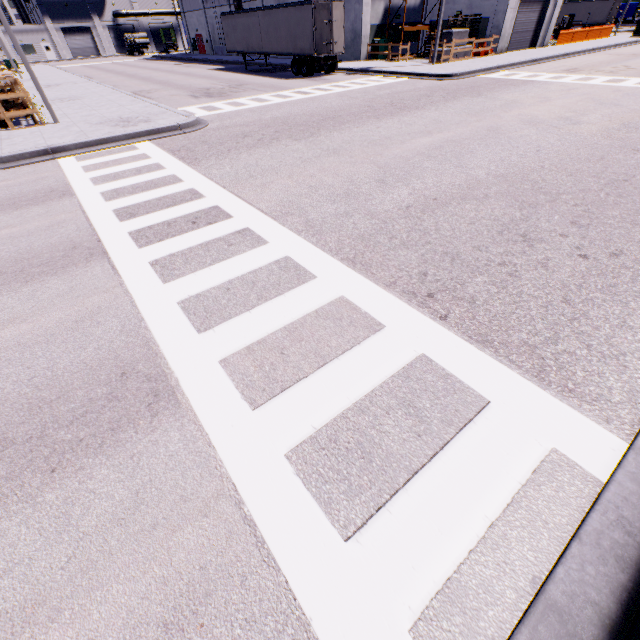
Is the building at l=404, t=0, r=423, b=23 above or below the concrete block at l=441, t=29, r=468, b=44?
above

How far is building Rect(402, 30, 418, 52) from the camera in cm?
3027

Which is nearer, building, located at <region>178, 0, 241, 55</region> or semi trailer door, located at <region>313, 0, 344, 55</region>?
semi trailer door, located at <region>313, 0, 344, 55</region>

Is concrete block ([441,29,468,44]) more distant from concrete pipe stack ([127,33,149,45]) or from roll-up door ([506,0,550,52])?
concrete pipe stack ([127,33,149,45])

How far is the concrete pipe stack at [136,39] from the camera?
57.88m

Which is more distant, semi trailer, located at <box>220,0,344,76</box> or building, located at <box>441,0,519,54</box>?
building, located at <box>441,0,519,54</box>

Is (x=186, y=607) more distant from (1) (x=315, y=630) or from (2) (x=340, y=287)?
(2) (x=340, y=287)

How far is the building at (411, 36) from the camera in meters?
30.3
